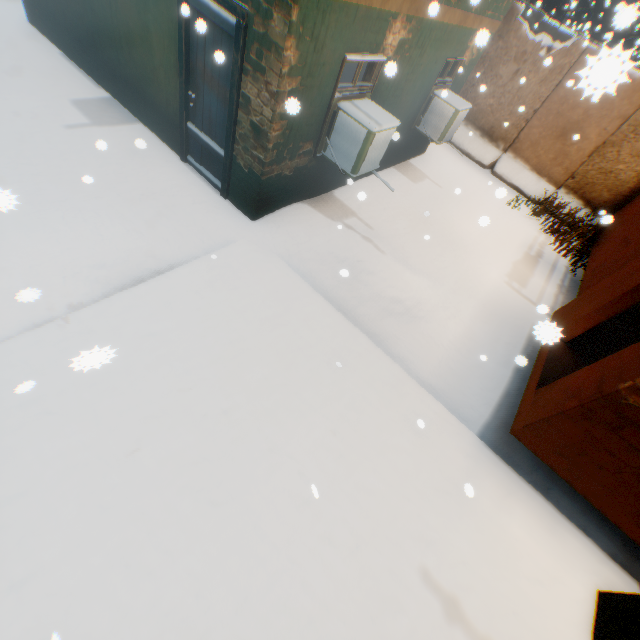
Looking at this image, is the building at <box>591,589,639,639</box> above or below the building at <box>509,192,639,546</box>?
below

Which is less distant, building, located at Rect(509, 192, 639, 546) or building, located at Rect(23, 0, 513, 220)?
building, located at Rect(509, 192, 639, 546)

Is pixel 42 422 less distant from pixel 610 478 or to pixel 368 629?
pixel 368 629

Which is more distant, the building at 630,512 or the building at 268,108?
the building at 268,108
